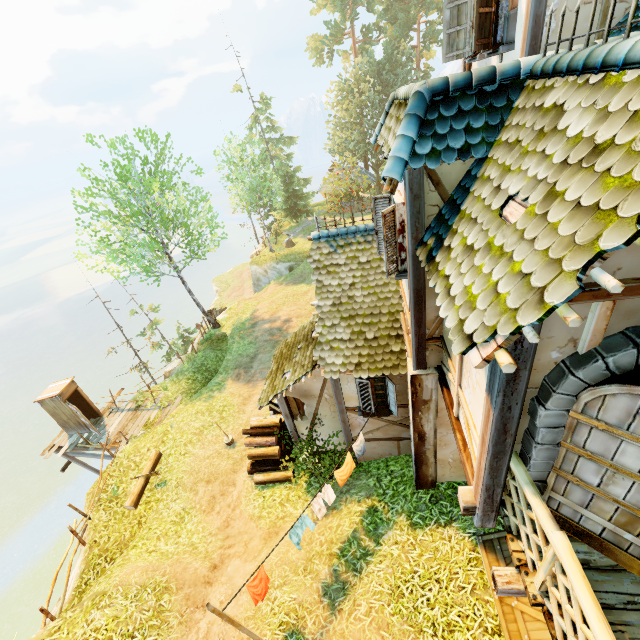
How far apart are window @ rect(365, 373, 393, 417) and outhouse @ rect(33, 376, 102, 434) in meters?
14.3

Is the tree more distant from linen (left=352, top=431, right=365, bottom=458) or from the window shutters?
linen (left=352, top=431, right=365, bottom=458)

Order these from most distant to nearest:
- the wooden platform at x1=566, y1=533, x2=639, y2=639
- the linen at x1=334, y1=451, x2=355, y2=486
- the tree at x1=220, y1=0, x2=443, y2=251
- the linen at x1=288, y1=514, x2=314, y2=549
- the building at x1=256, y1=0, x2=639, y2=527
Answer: the tree at x1=220, y1=0, x2=443, y2=251
the linen at x1=334, y1=451, x2=355, y2=486
the linen at x1=288, y1=514, x2=314, y2=549
the wooden platform at x1=566, y1=533, x2=639, y2=639
the building at x1=256, y1=0, x2=639, y2=527

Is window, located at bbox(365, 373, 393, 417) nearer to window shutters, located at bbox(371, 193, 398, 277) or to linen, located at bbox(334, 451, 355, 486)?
linen, located at bbox(334, 451, 355, 486)

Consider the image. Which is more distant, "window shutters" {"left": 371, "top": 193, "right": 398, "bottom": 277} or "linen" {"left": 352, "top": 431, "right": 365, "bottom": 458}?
"linen" {"left": 352, "top": 431, "right": 365, "bottom": 458}

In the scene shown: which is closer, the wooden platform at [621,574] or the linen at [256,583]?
the wooden platform at [621,574]

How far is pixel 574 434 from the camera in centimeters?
281cm

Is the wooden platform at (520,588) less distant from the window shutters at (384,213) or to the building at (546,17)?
the building at (546,17)
